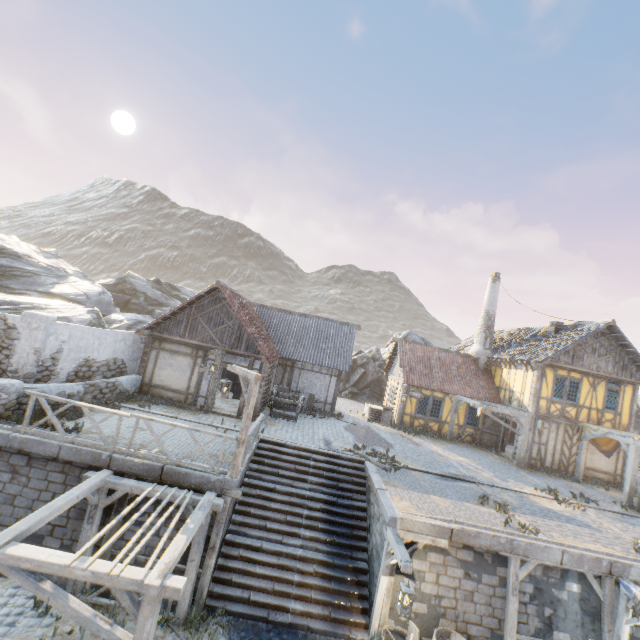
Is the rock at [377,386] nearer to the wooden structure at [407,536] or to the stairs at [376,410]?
the stairs at [376,410]

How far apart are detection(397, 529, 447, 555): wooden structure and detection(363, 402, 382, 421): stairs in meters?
12.1 m

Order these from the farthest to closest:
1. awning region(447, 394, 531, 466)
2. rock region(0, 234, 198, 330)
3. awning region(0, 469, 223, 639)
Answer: awning region(447, 394, 531, 466) < rock region(0, 234, 198, 330) < awning region(0, 469, 223, 639)

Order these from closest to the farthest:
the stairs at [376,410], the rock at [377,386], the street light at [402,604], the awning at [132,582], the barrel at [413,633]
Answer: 1. the awning at [132,582]
2. the street light at [402,604]
3. the barrel at [413,633]
4. the stairs at [376,410]
5. the rock at [377,386]

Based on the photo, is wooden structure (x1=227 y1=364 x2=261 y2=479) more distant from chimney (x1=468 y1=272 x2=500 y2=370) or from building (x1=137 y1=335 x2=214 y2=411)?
chimney (x1=468 y1=272 x2=500 y2=370)

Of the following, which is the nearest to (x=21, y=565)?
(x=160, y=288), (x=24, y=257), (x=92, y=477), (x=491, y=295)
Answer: (x=92, y=477)

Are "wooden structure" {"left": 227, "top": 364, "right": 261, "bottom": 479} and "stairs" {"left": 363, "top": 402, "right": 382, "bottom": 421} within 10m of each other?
no

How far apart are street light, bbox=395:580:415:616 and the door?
14.26m
